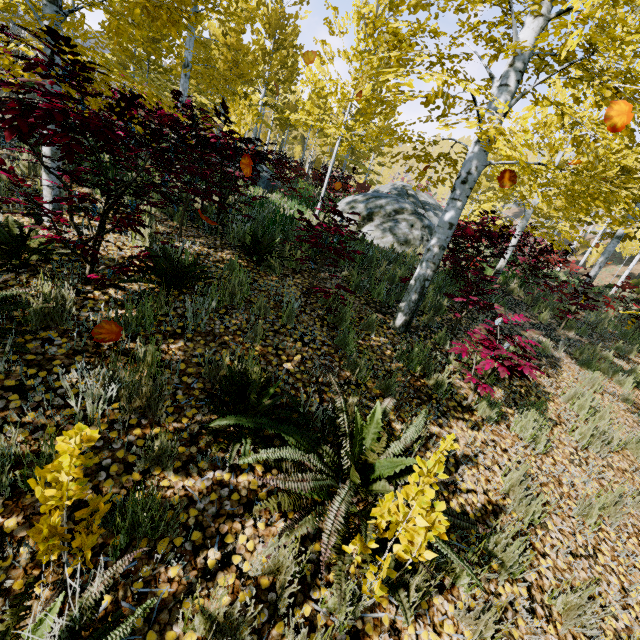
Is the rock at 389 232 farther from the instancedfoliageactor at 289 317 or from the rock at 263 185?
the rock at 263 185

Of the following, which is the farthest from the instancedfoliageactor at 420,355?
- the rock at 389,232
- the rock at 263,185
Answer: the rock at 263,185

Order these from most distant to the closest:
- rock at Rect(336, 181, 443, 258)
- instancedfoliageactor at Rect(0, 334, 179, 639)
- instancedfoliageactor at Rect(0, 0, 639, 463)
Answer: rock at Rect(336, 181, 443, 258) < instancedfoliageactor at Rect(0, 0, 639, 463) < instancedfoliageactor at Rect(0, 334, 179, 639)

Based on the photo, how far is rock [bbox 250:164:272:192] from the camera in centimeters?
948cm

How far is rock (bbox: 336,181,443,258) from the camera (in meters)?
9.39

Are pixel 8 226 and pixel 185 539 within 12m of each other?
yes

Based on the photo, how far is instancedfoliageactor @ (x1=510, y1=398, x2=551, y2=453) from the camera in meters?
3.8
